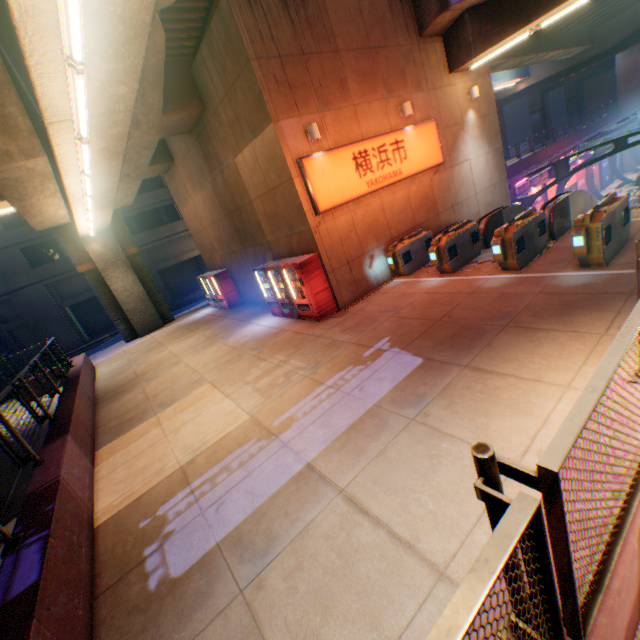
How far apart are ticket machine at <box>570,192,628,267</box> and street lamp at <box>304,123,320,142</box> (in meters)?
6.76

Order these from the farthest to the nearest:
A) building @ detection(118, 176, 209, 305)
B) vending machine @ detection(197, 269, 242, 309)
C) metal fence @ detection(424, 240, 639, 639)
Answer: building @ detection(118, 176, 209, 305), vending machine @ detection(197, 269, 242, 309), metal fence @ detection(424, 240, 639, 639)

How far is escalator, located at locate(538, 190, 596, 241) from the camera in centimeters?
937cm

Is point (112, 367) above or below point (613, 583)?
below

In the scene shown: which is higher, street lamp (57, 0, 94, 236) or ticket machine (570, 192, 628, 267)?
street lamp (57, 0, 94, 236)

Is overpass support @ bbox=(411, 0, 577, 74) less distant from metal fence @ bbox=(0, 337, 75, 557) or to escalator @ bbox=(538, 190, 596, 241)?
metal fence @ bbox=(0, 337, 75, 557)

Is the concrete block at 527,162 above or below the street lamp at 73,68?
below

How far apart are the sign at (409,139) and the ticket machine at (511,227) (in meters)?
4.15
